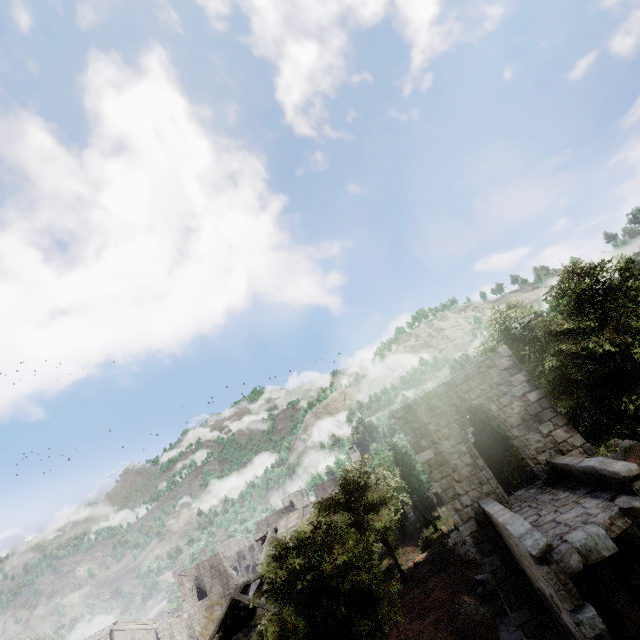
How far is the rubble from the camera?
15.4m

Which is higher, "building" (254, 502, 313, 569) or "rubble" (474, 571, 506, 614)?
"building" (254, 502, 313, 569)

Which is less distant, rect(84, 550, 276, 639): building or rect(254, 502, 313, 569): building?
rect(84, 550, 276, 639): building

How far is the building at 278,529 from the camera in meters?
34.6 m

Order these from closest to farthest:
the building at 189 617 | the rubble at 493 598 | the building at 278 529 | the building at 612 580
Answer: the building at 612 580 < the rubble at 493 598 < the building at 189 617 < the building at 278 529

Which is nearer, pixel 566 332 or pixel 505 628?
pixel 566 332
